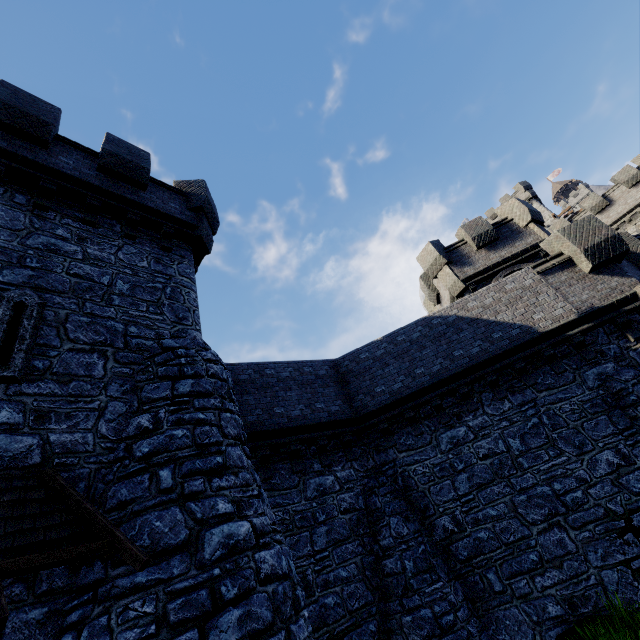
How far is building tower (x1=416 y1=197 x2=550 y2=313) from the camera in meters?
17.2

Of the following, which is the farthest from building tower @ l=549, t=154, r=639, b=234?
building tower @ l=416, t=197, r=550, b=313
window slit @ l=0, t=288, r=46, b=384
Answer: window slit @ l=0, t=288, r=46, b=384

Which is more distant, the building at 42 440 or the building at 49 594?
the building at 42 440

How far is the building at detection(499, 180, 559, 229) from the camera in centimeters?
4416cm

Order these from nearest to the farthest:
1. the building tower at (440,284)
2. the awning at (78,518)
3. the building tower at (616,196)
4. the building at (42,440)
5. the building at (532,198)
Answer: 1. the awning at (78,518)
2. the building at (42,440)
3. the building tower at (440,284)
4. the building tower at (616,196)
5. the building at (532,198)

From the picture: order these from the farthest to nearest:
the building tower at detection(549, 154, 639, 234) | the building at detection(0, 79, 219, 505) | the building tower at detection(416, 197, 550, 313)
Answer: the building tower at detection(549, 154, 639, 234) < the building tower at detection(416, 197, 550, 313) < the building at detection(0, 79, 219, 505)

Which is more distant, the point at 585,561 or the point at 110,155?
the point at 110,155

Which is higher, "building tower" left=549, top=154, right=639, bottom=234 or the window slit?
"building tower" left=549, top=154, right=639, bottom=234
